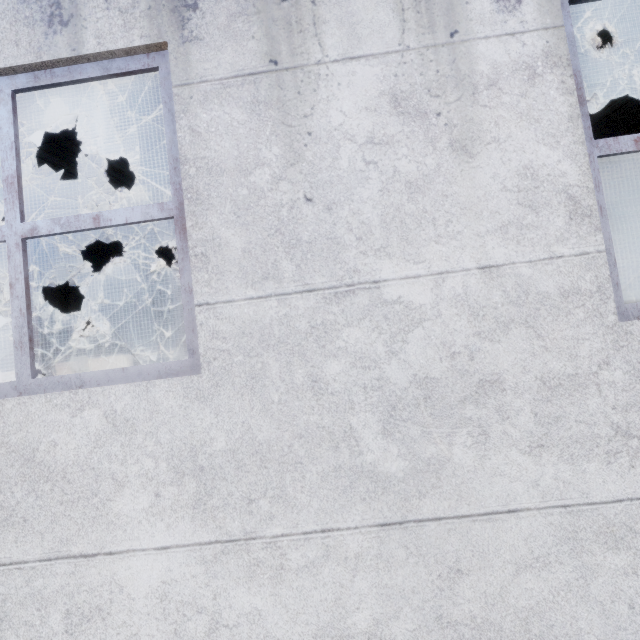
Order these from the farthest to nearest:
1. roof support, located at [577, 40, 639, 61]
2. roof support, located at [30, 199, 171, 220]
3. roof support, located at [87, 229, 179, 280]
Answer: roof support, located at [87, 229, 179, 280] < roof support, located at [30, 199, 171, 220] < roof support, located at [577, 40, 639, 61]

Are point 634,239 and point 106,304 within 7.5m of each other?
no

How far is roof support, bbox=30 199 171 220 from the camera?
6.3m

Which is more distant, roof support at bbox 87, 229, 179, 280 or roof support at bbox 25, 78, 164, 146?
roof support at bbox 87, 229, 179, 280

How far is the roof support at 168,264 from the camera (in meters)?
6.96

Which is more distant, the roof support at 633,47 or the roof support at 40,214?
the roof support at 40,214
